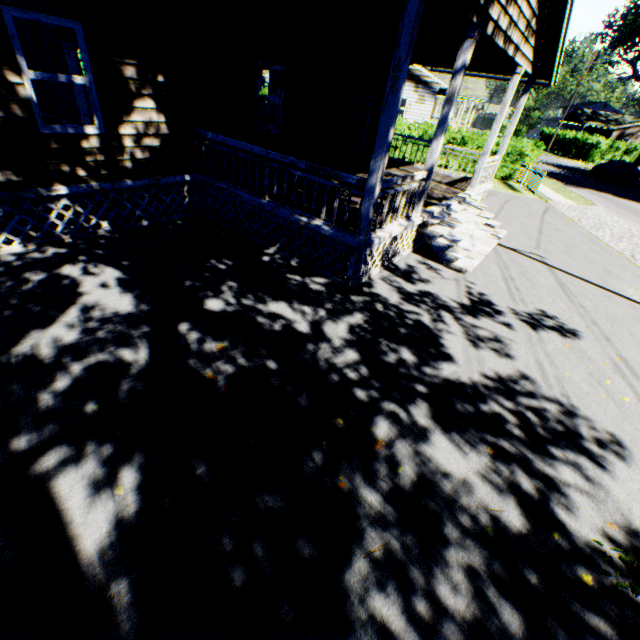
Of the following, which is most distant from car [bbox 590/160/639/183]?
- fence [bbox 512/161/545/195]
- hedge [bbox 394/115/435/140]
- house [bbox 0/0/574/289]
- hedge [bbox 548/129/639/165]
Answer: house [bbox 0/0/574/289]

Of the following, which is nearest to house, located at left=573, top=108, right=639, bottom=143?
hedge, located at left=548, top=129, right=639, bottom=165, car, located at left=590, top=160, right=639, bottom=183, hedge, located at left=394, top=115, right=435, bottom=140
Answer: hedge, located at left=548, top=129, right=639, bottom=165

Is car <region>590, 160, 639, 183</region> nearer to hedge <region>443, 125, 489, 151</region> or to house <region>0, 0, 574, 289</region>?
hedge <region>443, 125, 489, 151</region>

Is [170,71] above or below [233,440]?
above

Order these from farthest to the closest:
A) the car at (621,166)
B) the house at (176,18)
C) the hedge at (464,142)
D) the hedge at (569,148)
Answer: the hedge at (569,148), the car at (621,166), the hedge at (464,142), the house at (176,18)

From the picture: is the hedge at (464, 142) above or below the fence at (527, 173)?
above

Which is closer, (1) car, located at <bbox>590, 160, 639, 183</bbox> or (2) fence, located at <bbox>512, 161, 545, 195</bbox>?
(2) fence, located at <bbox>512, 161, 545, 195</bbox>

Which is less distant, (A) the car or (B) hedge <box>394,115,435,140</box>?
(B) hedge <box>394,115,435,140</box>
